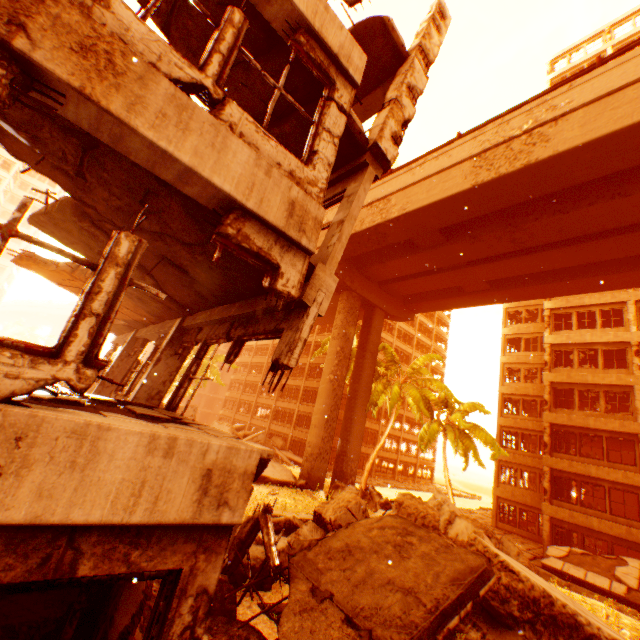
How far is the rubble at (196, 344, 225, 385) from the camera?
34.06m

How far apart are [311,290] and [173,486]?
2.81m

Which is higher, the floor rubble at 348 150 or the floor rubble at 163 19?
the floor rubble at 163 19

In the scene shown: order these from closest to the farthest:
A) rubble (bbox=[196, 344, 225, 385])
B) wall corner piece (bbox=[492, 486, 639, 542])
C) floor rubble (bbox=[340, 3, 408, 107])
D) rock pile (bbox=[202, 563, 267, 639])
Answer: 1. rock pile (bbox=[202, 563, 267, 639])
2. floor rubble (bbox=[340, 3, 408, 107])
3. wall corner piece (bbox=[492, 486, 639, 542])
4. rubble (bbox=[196, 344, 225, 385])

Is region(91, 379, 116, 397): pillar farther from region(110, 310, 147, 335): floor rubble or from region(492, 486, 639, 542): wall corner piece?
region(492, 486, 639, 542): wall corner piece

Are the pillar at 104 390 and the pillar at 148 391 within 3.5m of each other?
no

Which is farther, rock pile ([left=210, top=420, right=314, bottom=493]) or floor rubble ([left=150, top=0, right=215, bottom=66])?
rock pile ([left=210, top=420, right=314, bottom=493])

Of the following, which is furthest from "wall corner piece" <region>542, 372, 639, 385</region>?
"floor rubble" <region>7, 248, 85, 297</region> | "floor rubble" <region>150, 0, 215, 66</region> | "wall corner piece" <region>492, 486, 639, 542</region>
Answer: "floor rubble" <region>7, 248, 85, 297</region>
